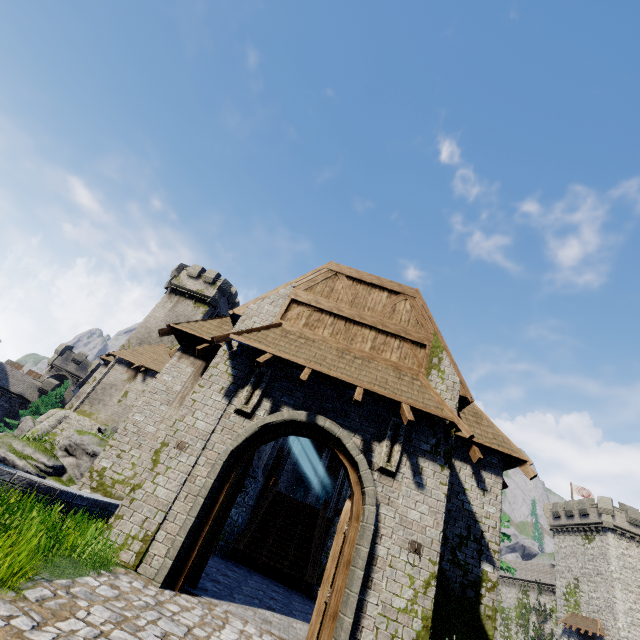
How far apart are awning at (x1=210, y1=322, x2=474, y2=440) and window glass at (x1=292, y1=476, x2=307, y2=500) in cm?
3279

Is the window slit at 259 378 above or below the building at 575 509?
below

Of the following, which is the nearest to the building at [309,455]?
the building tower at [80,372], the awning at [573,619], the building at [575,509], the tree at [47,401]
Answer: the tree at [47,401]

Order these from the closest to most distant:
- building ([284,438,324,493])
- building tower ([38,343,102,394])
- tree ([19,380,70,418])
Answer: building ([284,438,324,493])
tree ([19,380,70,418])
building tower ([38,343,102,394])

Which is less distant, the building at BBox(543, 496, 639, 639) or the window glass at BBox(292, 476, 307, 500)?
the building at BBox(543, 496, 639, 639)

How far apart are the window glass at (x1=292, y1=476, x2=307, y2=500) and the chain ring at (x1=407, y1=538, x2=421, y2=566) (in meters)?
33.03

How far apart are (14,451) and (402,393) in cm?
1483

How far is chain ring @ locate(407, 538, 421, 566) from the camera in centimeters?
631cm
